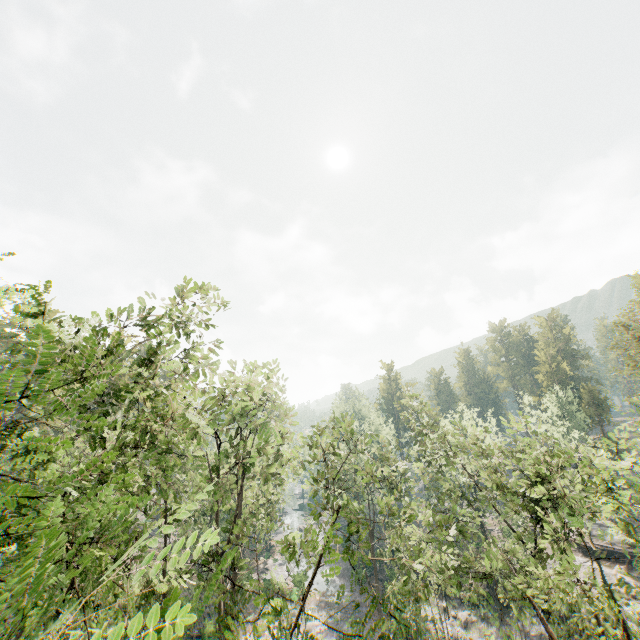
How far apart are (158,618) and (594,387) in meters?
68.6 m

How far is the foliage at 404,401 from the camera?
28.9m

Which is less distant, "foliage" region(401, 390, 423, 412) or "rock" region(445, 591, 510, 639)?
"foliage" region(401, 390, 423, 412)

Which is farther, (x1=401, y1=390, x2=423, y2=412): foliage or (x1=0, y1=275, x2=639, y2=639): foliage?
(x1=401, y1=390, x2=423, y2=412): foliage

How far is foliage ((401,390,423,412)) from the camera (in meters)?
28.92

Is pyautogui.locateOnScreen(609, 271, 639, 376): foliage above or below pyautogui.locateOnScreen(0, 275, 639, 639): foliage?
above

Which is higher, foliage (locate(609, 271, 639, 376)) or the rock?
foliage (locate(609, 271, 639, 376))

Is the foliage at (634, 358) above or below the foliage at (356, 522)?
above
